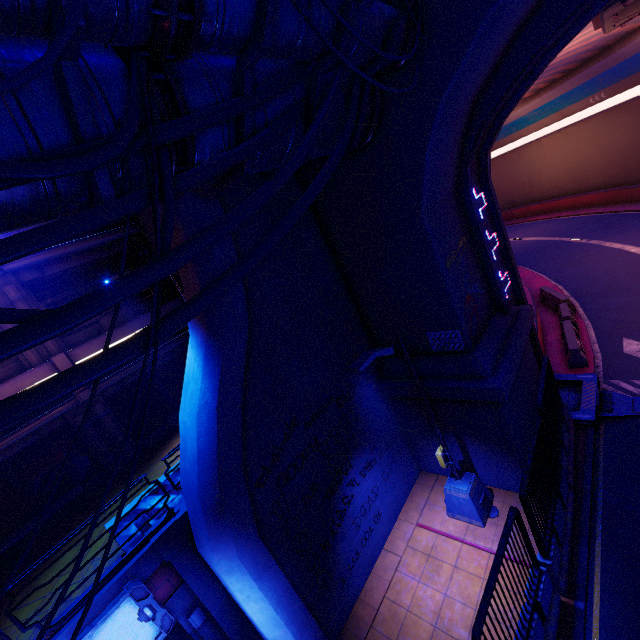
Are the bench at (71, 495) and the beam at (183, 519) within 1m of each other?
no

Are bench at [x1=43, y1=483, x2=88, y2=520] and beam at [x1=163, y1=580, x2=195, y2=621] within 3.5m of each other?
no

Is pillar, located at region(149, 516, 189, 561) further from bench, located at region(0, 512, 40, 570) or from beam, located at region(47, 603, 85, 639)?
bench, located at region(0, 512, 40, 570)

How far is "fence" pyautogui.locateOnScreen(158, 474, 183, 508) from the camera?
8.0 meters

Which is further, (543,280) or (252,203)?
(543,280)

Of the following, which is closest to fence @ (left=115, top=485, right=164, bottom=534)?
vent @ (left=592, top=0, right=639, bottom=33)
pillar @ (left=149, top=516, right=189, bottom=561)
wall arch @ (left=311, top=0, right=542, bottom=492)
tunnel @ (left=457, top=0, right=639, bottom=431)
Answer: pillar @ (left=149, top=516, right=189, bottom=561)

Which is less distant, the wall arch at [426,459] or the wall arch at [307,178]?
the wall arch at [307,178]

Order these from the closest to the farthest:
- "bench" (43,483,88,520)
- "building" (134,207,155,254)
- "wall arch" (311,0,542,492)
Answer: "wall arch" (311,0,542,492), "bench" (43,483,88,520), "building" (134,207,155,254)
